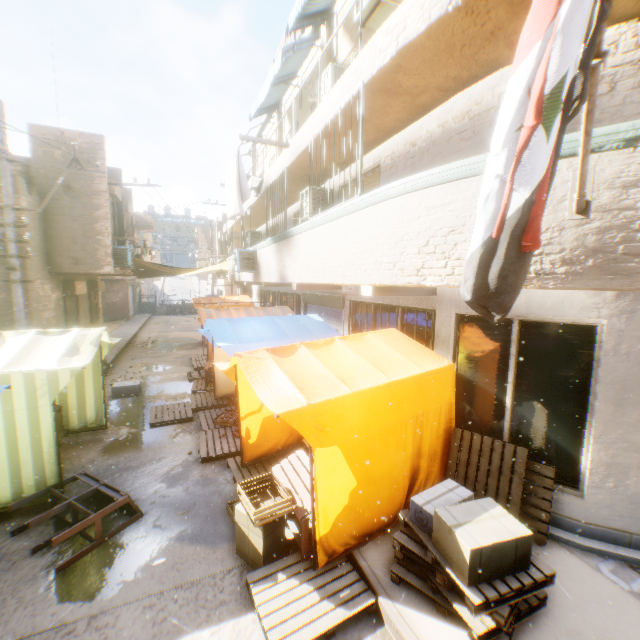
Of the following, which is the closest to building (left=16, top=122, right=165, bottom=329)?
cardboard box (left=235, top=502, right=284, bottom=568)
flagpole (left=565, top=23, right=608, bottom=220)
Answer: flagpole (left=565, top=23, right=608, bottom=220)

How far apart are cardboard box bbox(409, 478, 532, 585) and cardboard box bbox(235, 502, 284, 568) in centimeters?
64cm

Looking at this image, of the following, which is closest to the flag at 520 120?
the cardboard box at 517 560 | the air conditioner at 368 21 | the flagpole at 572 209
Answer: the flagpole at 572 209

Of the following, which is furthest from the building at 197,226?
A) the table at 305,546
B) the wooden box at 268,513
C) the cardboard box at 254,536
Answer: the wooden box at 268,513

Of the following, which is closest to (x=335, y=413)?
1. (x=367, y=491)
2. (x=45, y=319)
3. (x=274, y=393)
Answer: (x=274, y=393)

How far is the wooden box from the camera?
3.93m

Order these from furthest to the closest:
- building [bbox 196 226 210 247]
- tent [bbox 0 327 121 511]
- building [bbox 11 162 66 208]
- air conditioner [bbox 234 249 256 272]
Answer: building [bbox 196 226 210 247] → air conditioner [bbox 234 249 256 272] → building [bbox 11 162 66 208] → tent [bbox 0 327 121 511]

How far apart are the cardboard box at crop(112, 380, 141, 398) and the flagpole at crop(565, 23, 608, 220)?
8.9m
